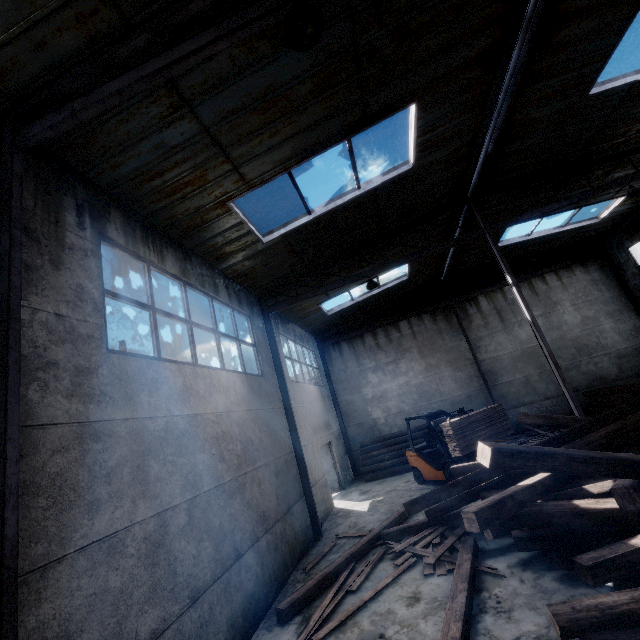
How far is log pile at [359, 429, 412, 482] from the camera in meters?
14.5 m

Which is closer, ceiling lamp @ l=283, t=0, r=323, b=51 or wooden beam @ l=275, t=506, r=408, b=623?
ceiling lamp @ l=283, t=0, r=323, b=51

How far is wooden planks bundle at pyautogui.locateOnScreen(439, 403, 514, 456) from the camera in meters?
9.5

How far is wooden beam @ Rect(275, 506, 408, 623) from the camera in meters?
5.8

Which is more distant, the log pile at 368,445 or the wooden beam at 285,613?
the log pile at 368,445

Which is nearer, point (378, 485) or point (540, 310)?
point (378, 485)

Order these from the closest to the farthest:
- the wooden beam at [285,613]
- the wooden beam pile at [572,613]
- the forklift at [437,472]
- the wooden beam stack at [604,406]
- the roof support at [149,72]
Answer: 1. the roof support at [149,72]
2. the wooden beam pile at [572,613]
3. the wooden beam at [285,613]
4. the forklift at [437,472]
5. the wooden beam stack at [604,406]

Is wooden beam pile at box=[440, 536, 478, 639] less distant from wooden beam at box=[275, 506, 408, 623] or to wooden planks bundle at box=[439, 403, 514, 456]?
wooden beam at box=[275, 506, 408, 623]
